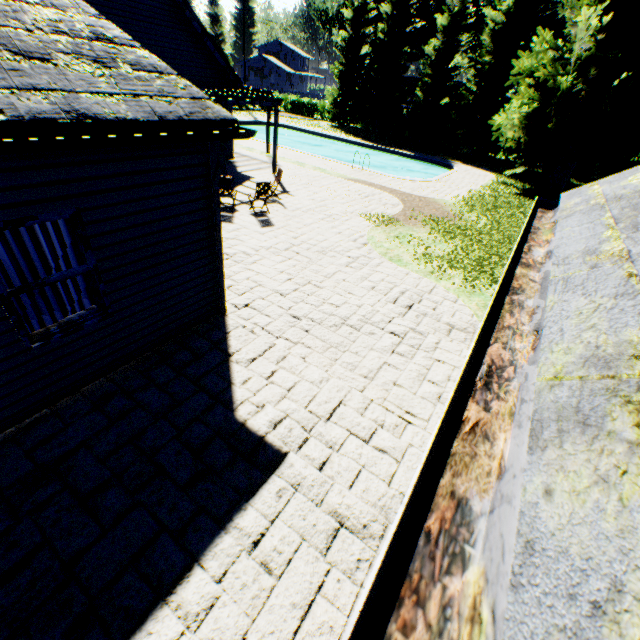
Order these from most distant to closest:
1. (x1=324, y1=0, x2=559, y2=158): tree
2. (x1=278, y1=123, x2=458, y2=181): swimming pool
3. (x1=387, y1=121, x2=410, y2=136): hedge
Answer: (x1=387, y1=121, x2=410, y2=136): hedge
(x1=324, y1=0, x2=559, y2=158): tree
(x1=278, y1=123, x2=458, y2=181): swimming pool

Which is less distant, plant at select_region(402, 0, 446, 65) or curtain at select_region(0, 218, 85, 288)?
curtain at select_region(0, 218, 85, 288)

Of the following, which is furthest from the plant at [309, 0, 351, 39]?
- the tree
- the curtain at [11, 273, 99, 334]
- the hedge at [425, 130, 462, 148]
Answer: the curtain at [11, 273, 99, 334]

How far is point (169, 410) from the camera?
4.66m

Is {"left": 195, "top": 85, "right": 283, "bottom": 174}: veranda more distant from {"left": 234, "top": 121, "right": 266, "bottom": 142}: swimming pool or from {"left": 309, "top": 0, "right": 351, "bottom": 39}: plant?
{"left": 309, "top": 0, "right": 351, "bottom": 39}: plant

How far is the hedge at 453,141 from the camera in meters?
33.7

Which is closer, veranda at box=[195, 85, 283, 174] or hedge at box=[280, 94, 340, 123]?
veranda at box=[195, 85, 283, 174]

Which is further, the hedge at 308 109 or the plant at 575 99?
the hedge at 308 109
